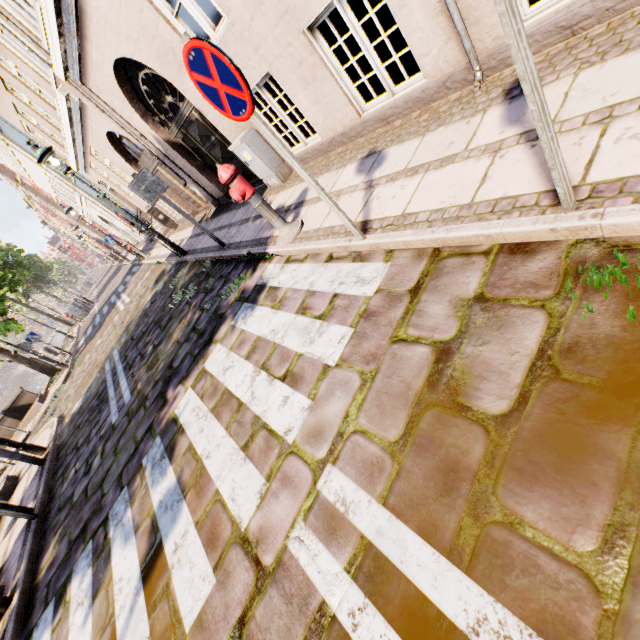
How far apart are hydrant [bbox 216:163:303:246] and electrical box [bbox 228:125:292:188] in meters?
1.9 m

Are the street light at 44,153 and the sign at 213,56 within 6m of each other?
no

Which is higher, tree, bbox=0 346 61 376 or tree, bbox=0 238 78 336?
tree, bbox=0 238 78 336

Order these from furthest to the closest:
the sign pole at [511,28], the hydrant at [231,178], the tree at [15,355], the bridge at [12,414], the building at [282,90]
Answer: the tree at [15,355]
the bridge at [12,414]
the hydrant at [231,178]
the building at [282,90]
the sign pole at [511,28]

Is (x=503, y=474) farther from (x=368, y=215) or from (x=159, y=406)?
(x=159, y=406)

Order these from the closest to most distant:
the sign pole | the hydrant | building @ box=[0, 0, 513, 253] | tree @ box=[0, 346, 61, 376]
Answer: the sign pole
building @ box=[0, 0, 513, 253]
the hydrant
tree @ box=[0, 346, 61, 376]

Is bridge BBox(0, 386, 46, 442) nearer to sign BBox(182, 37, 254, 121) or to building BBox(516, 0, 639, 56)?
building BBox(516, 0, 639, 56)

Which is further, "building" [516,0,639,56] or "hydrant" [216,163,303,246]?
"hydrant" [216,163,303,246]
